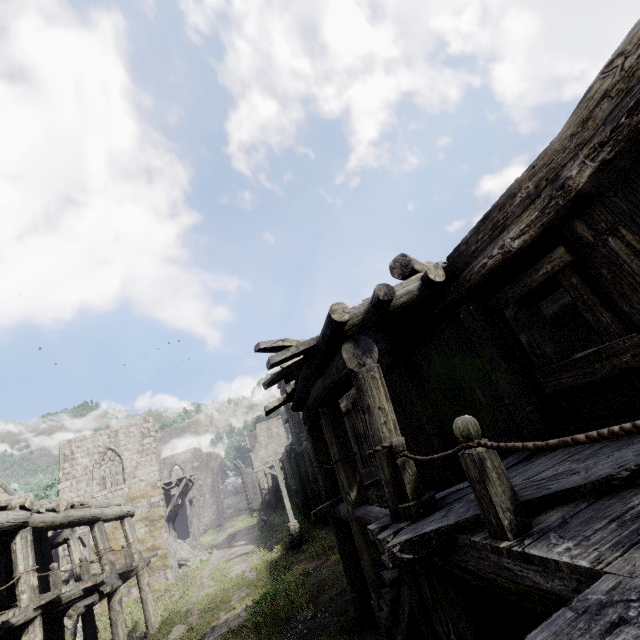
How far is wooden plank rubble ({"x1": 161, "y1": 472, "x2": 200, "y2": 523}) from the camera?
23.3m

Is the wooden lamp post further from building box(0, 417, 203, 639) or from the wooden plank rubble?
the wooden plank rubble

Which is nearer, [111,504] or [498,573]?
[498,573]

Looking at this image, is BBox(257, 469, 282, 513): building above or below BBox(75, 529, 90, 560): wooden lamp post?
below

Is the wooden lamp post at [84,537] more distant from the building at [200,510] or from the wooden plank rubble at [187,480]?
the wooden plank rubble at [187,480]

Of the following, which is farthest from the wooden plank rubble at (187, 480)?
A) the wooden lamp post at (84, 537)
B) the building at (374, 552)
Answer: the wooden lamp post at (84, 537)
